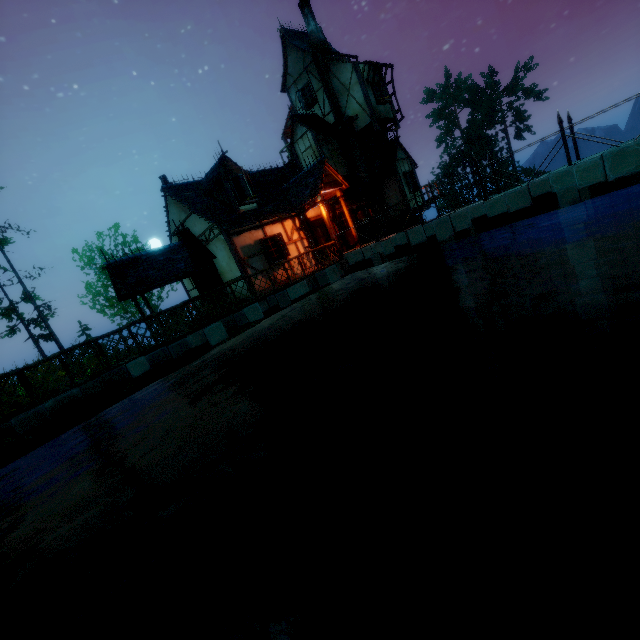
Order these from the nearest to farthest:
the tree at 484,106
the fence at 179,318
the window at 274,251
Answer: the fence at 179,318, the window at 274,251, the tree at 484,106

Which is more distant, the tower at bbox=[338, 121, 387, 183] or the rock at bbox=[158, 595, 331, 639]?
the tower at bbox=[338, 121, 387, 183]

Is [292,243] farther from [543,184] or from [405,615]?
[405,615]

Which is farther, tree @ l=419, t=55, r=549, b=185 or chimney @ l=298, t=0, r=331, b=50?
tree @ l=419, t=55, r=549, b=185

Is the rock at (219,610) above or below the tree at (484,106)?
below

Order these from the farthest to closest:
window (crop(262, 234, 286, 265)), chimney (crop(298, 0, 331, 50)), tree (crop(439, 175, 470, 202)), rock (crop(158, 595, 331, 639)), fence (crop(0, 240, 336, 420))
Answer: tree (crop(439, 175, 470, 202)), chimney (crop(298, 0, 331, 50)), window (crop(262, 234, 286, 265)), fence (crop(0, 240, 336, 420)), rock (crop(158, 595, 331, 639))

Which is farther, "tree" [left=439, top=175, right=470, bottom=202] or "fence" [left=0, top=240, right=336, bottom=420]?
"tree" [left=439, top=175, right=470, bottom=202]

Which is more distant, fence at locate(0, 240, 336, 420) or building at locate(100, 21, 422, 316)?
building at locate(100, 21, 422, 316)
